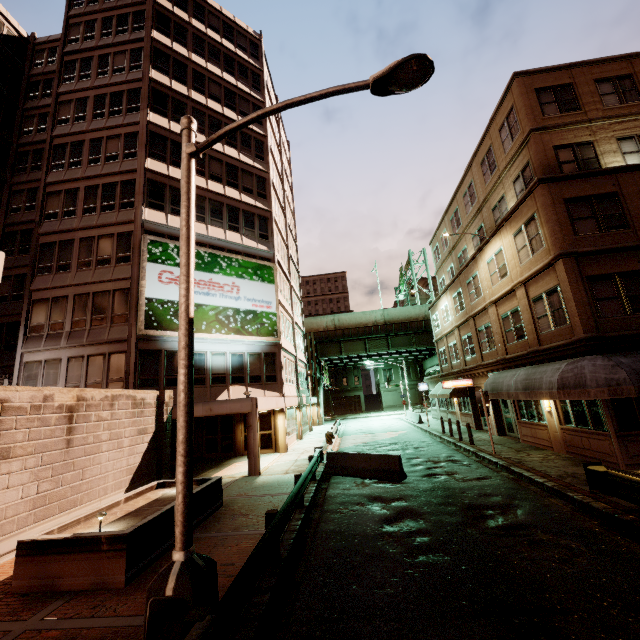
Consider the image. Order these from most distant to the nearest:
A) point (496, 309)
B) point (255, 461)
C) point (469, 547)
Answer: point (496, 309) < point (255, 461) < point (469, 547)

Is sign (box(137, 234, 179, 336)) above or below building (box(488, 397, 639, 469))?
above

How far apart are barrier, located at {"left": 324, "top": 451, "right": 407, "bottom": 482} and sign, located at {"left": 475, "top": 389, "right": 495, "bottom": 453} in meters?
5.3 m

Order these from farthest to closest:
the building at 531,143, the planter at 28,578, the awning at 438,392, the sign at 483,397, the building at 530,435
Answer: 1. the awning at 438,392
2. the sign at 483,397
3. the building at 531,143
4. the building at 530,435
5. the planter at 28,578

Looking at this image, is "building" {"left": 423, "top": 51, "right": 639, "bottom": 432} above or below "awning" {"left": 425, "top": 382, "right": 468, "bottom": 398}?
above

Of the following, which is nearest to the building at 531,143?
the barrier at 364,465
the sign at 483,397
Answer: the sign at 483,397

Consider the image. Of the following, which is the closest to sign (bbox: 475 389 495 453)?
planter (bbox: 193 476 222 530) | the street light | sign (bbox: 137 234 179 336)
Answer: planter (bbox: 193 476 222 530)

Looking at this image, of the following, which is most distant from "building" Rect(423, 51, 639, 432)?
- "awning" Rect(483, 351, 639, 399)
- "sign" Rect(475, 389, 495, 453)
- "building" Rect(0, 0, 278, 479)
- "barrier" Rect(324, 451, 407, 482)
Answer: "building" Rect(0, 0, 278, 479)
